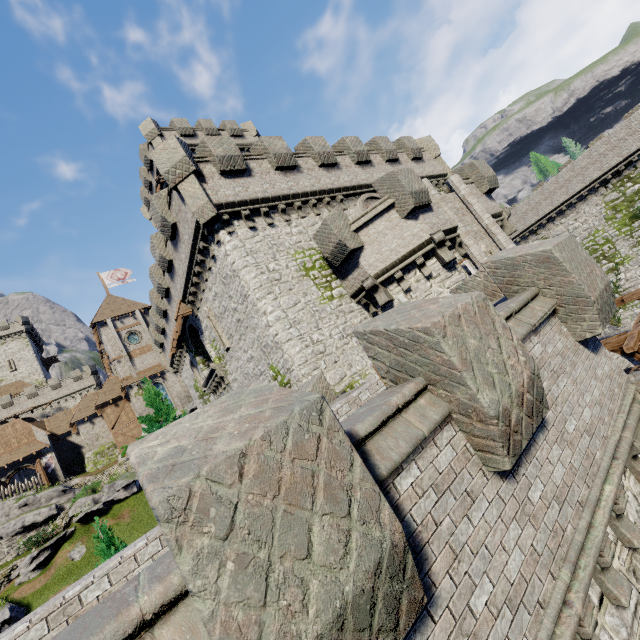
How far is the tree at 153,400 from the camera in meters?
21.2 m

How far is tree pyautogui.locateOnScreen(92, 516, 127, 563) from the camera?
12.6m

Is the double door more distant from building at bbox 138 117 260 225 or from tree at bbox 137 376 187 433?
building at bbox 138 117 260 225

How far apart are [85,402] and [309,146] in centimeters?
4308cm

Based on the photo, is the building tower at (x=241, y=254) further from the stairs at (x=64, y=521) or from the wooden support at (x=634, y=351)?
the stairs at (x=64, y=521)

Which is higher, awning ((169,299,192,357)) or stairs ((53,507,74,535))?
awning ((169,299,192,357))

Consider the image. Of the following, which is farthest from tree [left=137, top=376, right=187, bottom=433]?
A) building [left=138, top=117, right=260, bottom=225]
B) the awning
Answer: building [left=138, top=117, right=260, bottom=225]

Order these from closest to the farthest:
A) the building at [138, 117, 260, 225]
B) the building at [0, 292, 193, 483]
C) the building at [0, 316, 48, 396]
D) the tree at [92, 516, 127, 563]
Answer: the tree at [92, 516, 127, 563] < the building at [138, 117, 260, 225] < the building at [0, 292, 193, 483] < the building at [0, 316, 48, 396]
